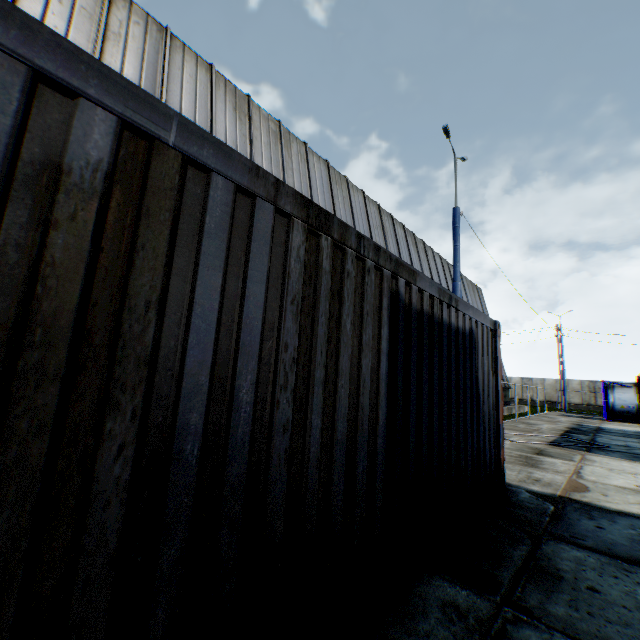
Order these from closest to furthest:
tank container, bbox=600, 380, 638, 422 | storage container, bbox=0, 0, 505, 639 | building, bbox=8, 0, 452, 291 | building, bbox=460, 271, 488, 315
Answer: storage container, bbox=0, 0, 505, 639, building, bbox=8, 0, 452, 291, tank container, bbox=600, 380, 638, 422, building, bbox=460, 271, 488, 315

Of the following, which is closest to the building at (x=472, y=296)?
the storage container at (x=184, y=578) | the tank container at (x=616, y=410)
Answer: the storage container at (x=184, y=578)

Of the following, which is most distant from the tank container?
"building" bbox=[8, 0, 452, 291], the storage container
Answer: the storage container

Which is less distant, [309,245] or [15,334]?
[15,334]

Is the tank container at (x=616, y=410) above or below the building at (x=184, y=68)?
below

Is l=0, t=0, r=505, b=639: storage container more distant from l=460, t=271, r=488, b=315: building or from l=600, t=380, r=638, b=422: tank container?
l=600, t=380, r=638, b=422: tank container

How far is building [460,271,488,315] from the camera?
26.41m
